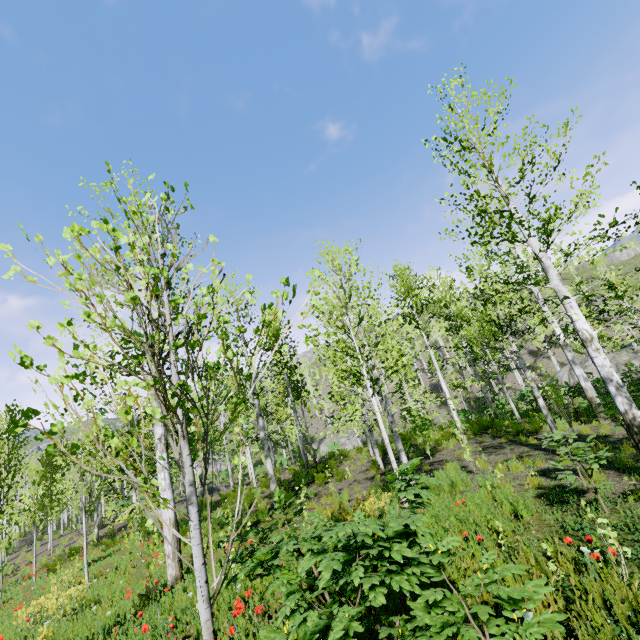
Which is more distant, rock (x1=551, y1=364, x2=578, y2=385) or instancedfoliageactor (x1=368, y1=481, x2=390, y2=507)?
rock (x1=551, y1=364, x2=578, y2=385)

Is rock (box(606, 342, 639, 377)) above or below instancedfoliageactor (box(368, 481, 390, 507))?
above

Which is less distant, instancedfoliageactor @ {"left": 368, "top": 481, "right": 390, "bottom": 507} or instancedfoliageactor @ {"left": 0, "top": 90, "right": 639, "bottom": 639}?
instancedfoliageactor @ {"left": 0, "top": 90, "right": 639, "bottom": 639}

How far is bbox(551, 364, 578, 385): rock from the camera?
19.4 meters

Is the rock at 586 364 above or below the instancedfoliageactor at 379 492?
above

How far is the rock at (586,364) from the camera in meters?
18.5

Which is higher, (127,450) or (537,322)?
(537,322)
